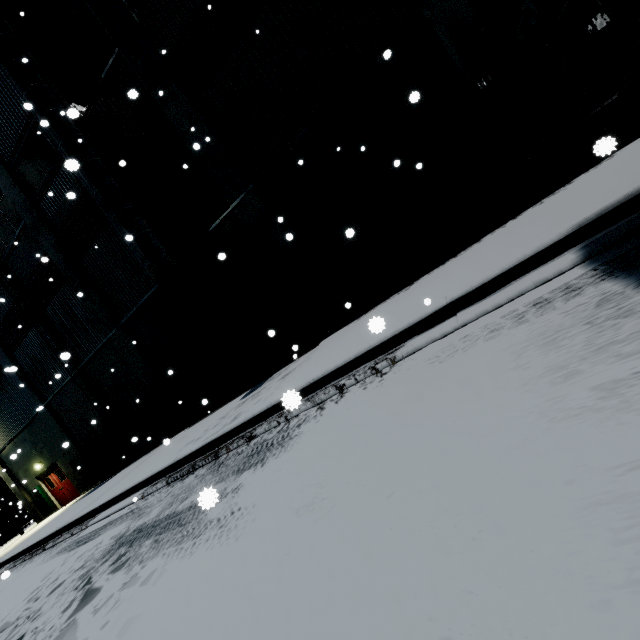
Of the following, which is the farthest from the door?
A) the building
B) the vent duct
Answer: the vent duct

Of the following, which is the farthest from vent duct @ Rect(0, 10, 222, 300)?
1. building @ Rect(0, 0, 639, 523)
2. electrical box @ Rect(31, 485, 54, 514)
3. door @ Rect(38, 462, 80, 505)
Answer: door @ Rect(38, 462, 80, 505)

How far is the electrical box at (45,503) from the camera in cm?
1894

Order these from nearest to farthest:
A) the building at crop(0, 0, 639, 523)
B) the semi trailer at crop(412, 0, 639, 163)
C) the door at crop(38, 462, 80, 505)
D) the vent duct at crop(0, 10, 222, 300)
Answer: the semi trailer at crop(412, 0, 639, 163) < the building at crop(0, 0, 639, 523) < the vent duct at crop(0, 10, 222, 300) < the door at crop(38, 462, 80, 505)

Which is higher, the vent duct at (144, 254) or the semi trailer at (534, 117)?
the vent duct at (144, 254)

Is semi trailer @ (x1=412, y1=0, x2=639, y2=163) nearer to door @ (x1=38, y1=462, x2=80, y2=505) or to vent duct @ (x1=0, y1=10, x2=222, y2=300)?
vent duct @ (x1=0, y1=10, x2=222, y2=300)

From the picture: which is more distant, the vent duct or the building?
the vent duct

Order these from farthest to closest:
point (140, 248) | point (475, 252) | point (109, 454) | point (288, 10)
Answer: point (109, 454), point (140, 248), point (288, 10), point (475, 252)
